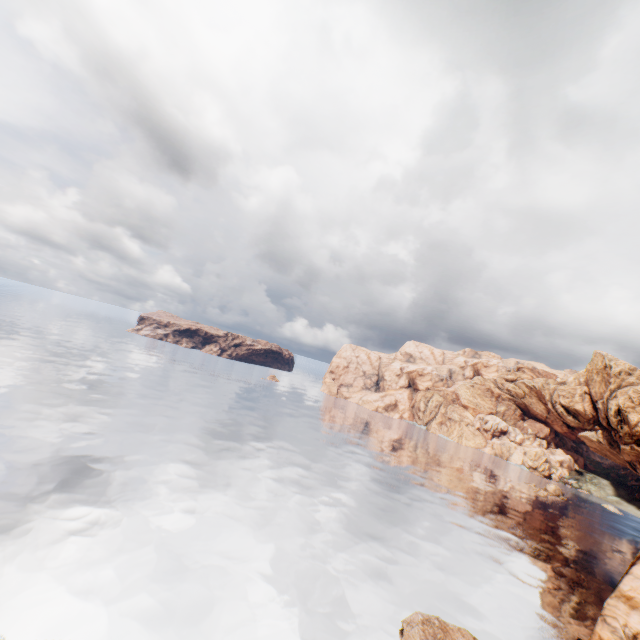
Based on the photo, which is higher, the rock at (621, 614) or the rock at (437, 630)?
the rock at (621, 614)

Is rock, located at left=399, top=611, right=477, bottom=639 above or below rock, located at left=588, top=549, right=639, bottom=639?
below

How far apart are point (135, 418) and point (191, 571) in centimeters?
3866cm
